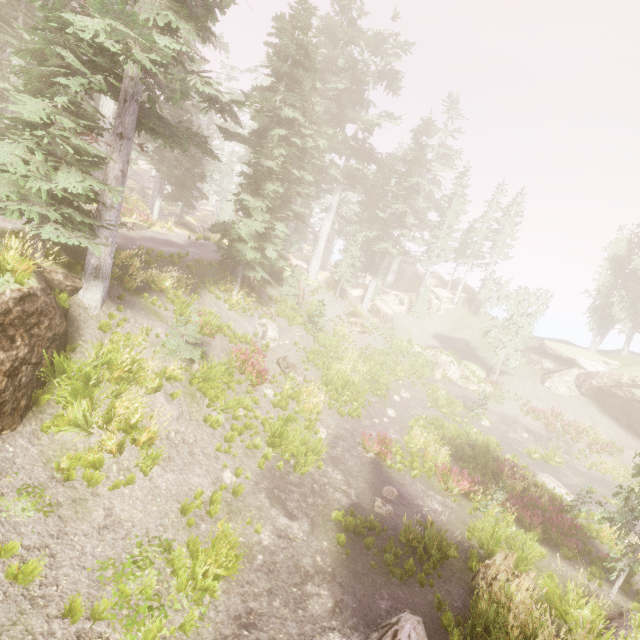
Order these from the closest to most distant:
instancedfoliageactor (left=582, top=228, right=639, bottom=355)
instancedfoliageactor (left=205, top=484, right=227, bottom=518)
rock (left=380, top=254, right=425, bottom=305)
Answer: instancedfoliageactor (left=205, top=484, right=227, bottom=518) < instancedfoliageactor (left=582, top=228, right=639, bottom=355) < rock (left=380, top=254, right=425, bottom=305)

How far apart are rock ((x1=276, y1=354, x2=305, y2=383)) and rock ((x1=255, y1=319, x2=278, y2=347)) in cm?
83

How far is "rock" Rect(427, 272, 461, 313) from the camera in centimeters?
4422cm

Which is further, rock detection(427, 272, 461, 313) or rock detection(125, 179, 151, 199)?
rock detection(125, 179, 151, 199)

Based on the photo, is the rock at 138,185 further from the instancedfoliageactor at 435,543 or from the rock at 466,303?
the rock at 466,303

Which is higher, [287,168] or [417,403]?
[287,168]

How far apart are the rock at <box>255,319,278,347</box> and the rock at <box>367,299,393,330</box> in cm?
1831

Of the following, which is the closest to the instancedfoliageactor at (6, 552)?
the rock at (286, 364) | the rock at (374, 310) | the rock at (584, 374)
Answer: the rock at (584, 374)
